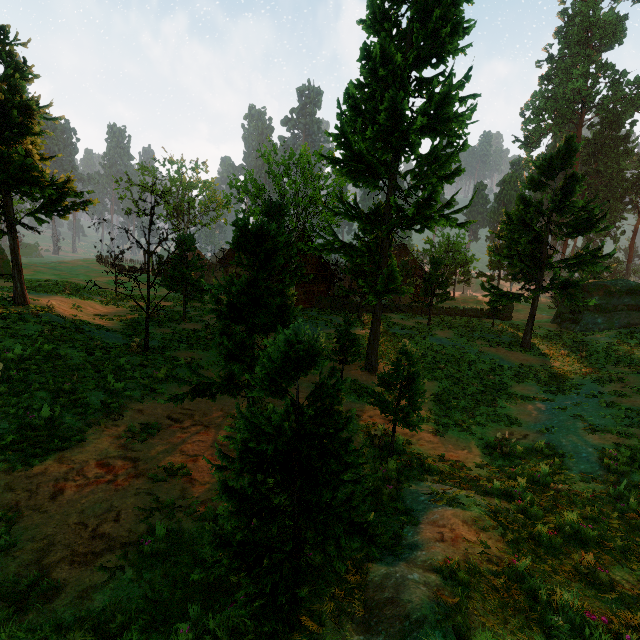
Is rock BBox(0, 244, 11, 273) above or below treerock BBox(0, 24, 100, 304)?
below

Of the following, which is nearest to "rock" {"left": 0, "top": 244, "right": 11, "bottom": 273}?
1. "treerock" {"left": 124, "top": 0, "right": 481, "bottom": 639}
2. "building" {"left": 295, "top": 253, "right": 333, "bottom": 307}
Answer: "treerock" {"left": 124, "top": 0, "right": 481, "bottom": 639}

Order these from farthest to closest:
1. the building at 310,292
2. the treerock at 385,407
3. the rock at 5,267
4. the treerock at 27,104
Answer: the building at 310,292 → the rock at 5,267 → the treerock at 27,104 → the treerock at 385,407

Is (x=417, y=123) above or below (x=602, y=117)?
below

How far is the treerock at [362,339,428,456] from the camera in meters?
9.3

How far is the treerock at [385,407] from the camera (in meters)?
9.30

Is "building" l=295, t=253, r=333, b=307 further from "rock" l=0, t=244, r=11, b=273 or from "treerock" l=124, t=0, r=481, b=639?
"rock" l=0, t=244, r=11, b=273

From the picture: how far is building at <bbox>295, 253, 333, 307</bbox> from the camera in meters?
32.8 m
